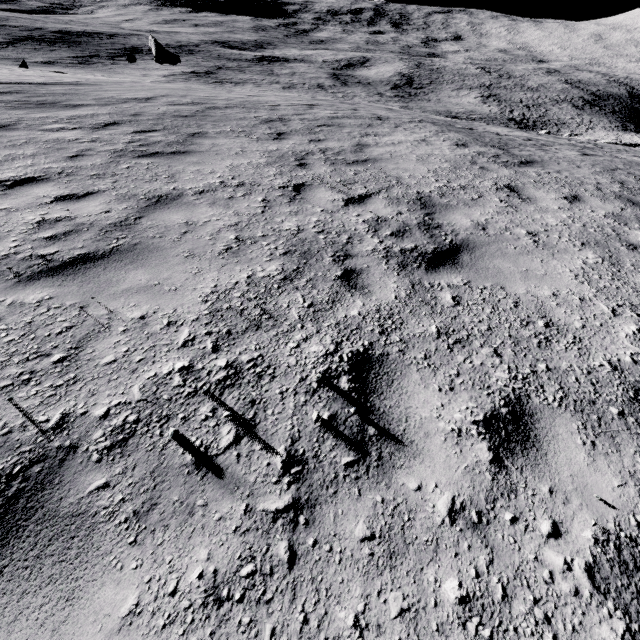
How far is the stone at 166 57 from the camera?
30.6m

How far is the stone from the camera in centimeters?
3065cm

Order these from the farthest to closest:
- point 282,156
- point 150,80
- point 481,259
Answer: point 150,80 → point 282,156 → point 481,259
